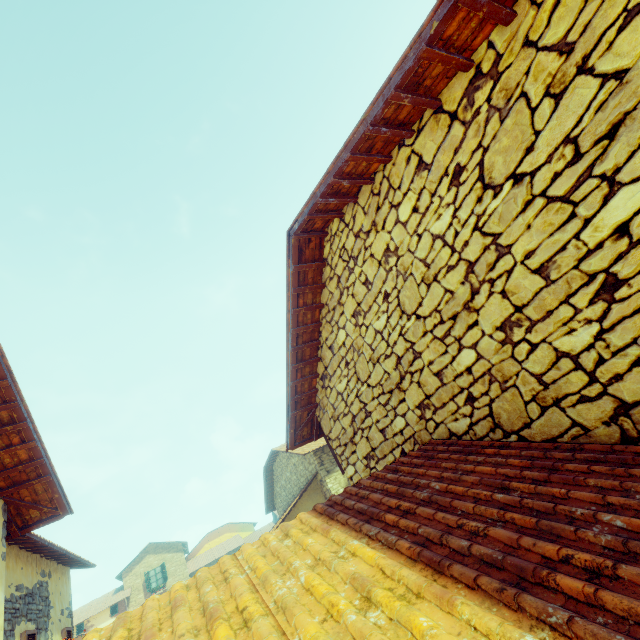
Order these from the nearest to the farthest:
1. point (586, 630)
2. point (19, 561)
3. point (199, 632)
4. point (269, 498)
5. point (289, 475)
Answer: point (586, 630)
point (199, 632)
point (19, 561)
point (289, 475)
point (269, 498)

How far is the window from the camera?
30.97m

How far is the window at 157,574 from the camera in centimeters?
3097cm
